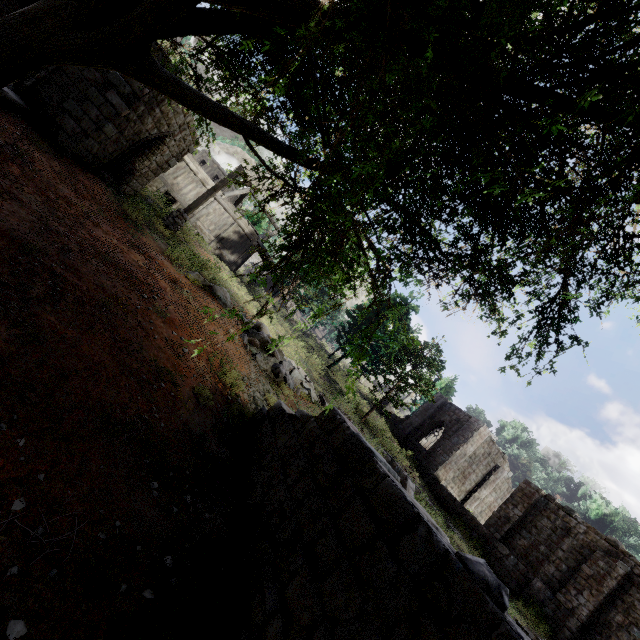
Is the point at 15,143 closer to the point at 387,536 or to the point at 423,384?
Result: the point at 387,536

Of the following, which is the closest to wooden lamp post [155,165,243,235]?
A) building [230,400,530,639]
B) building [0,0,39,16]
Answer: building [0,0,39,16]

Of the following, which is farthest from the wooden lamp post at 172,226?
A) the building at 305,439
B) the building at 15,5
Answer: the building at 305,439

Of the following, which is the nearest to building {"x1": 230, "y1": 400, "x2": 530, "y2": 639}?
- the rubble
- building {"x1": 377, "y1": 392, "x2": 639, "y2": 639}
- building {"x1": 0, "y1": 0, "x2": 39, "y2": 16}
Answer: the rubble

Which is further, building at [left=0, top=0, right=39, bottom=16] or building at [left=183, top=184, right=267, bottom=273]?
building at [left=183, top=184, right=267, bottom=273]

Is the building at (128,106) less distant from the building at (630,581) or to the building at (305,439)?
the building at (630,581)

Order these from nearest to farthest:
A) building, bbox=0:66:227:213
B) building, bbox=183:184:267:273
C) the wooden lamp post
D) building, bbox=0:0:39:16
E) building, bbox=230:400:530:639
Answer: building, bbox=230:400:530:639, building, bbox=0:0:39:16, building, bbox=0:66:227:213, the wooden lamp post, building, bbox=183:184:267:273

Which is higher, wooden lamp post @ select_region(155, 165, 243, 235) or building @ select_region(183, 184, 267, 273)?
building @ select_region(183, 184, 267, 273)
